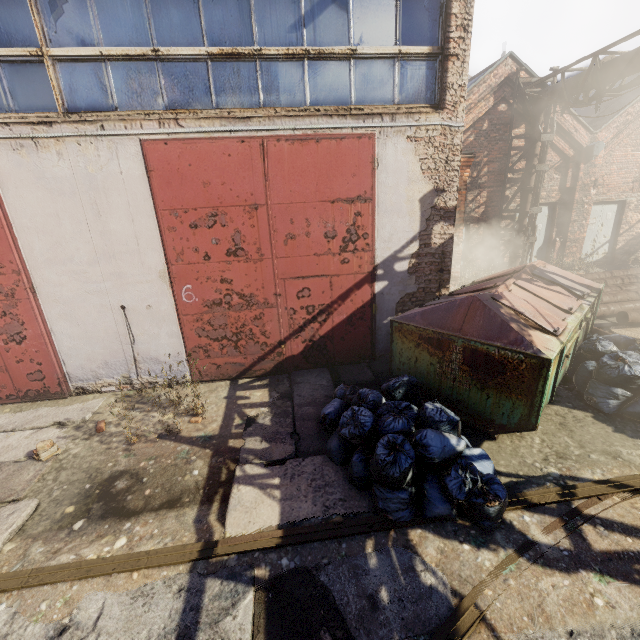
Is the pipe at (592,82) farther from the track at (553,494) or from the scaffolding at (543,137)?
the track at (553,494)

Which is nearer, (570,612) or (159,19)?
(570,612)

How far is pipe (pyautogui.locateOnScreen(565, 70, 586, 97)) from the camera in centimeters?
882cm

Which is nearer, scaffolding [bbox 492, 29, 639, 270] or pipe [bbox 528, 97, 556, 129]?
scaffolding [bbox 492, 29, 639, 270]

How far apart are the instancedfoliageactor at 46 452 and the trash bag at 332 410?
3.0 meters

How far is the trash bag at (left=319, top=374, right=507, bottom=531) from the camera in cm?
330

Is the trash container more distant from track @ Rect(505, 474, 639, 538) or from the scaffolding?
the scaffolding

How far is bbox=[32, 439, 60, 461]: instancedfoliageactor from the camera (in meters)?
4.55
